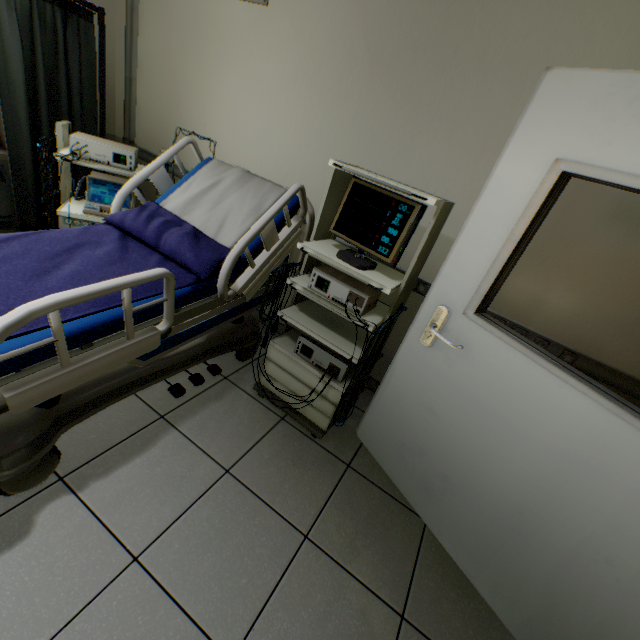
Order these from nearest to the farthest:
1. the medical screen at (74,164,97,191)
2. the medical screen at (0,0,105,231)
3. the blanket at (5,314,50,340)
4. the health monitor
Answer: the blanket at (5,314,50,340)
the health monitor
the medical screen at (0,0,105,231)
the medical screen at (74,164,97,191)

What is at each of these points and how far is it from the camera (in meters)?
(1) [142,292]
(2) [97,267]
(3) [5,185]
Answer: (1) blanket, 1.31
(2) blanket, 1.32
(3) radiator, 2.58

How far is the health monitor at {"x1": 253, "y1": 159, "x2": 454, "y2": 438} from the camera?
1.53m

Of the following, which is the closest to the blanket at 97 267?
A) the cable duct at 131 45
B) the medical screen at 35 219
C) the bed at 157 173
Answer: the bed at 157 173

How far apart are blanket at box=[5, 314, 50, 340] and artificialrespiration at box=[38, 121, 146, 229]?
0.37m

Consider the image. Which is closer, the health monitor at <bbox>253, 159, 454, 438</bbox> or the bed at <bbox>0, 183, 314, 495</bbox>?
the bed at <bbox>0, 183, 314, 495</bbox>

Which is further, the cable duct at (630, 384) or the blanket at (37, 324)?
the cable duct at (630, 384)

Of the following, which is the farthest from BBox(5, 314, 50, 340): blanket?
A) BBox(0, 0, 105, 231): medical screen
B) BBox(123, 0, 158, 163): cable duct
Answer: BBox(0, 0, 105, 231): medical screen
